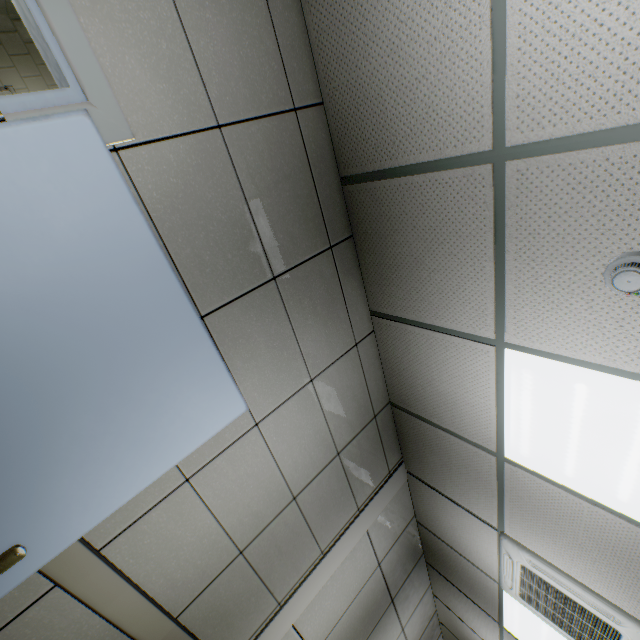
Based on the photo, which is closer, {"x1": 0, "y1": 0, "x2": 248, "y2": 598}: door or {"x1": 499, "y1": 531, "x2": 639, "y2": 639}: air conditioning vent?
{"x1": 0, "y1": 0, "x2": 248, "y2": 598}: door

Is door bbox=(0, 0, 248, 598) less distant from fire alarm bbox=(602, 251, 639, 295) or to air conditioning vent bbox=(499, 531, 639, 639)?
fire alarm bbox=(602, 251, 639, 295)

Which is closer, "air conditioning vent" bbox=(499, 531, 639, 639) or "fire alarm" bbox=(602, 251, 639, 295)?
"fire alarm" bbox=(602, 251, 639, 295)

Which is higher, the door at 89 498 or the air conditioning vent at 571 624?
the air conditioning vent at 571 624

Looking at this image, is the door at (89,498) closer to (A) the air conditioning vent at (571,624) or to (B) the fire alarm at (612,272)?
(B) the fire alarm at (612,272)

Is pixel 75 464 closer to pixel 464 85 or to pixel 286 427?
pixel 286 427

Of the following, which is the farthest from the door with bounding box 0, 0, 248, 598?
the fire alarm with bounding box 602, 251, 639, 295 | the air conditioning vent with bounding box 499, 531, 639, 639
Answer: the air conditioning vent with bounding box 499, 531, 639, 639
